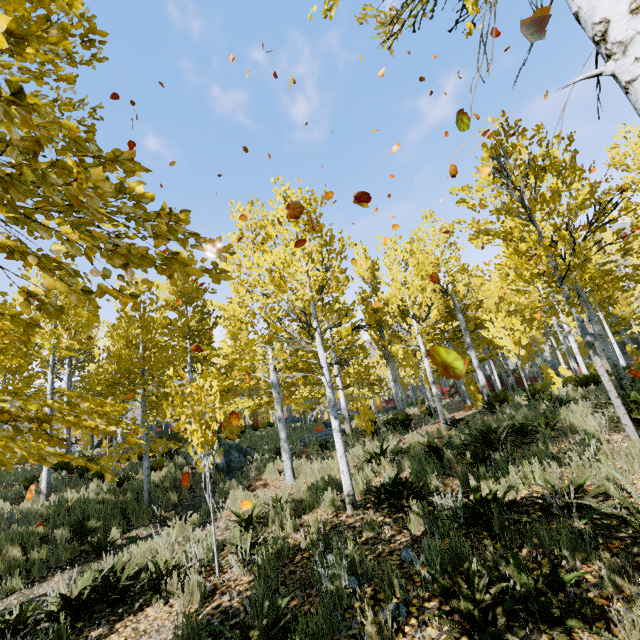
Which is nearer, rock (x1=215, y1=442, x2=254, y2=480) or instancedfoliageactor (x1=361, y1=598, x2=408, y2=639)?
instancedfoliageactor (x1=361, y1=598, x2=408, y2=639)

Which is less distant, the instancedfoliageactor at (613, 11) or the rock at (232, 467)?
the instancedfoliageactor at (613, 11)

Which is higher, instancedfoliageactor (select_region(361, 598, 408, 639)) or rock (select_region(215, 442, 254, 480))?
rock (select_region(215, 442, 254, 480))

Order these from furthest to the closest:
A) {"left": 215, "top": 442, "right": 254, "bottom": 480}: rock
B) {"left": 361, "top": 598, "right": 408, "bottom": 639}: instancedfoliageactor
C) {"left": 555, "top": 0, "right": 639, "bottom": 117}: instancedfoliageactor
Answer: {"left": 215, "top": 442, "right": 254, "bottom": 480}: rock → {"left": 361, "top": 598, "right": 408, "bottom": 639}: instancedfoliageactor → {"left": 555, "top": 0, "right": 639, "bottom": 117}: instancedfoliageactor

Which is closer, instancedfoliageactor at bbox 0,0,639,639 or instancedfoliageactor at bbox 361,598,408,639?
instancedfoliageactor at bbox 0,0,639,639

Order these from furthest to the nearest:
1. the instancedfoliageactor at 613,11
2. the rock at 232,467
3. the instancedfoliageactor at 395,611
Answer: the rock at 232,467 → the instancedfoliageactor at 395,611 → the instancedfoliageactor at 613,11

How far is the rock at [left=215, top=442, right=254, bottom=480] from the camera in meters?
12.9

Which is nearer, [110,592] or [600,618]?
[600,618]
